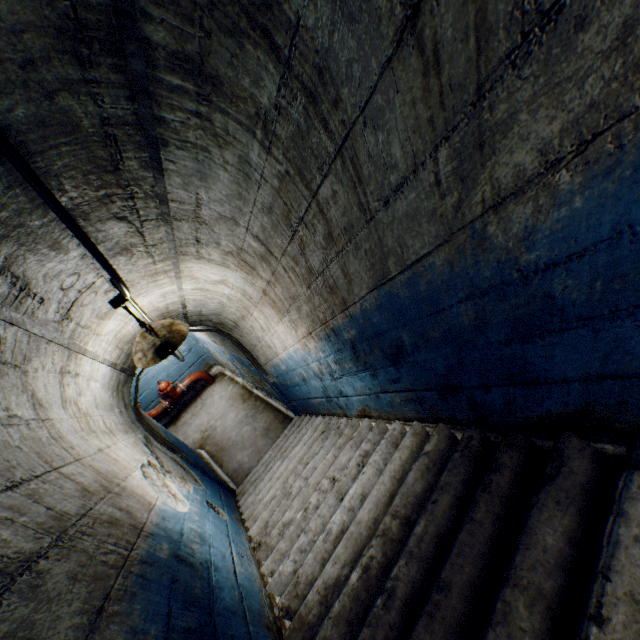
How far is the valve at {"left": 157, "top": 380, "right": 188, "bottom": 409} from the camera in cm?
729

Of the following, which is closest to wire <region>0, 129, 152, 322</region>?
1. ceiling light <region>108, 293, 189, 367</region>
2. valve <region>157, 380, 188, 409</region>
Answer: ceiling light <region>108, 293, 189, 367</region>

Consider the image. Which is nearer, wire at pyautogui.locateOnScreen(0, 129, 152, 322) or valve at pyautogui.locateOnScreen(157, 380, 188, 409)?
wire at pyautogui.locateOnScreen(0, 129, 152, 322)

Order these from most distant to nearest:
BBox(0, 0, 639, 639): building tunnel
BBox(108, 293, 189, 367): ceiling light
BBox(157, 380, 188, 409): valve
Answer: BBox(157, 380, 188, 409): valve, BBox(108, 293, 189, 367): ceiling light, BBox(0, 0, 639, 639): building tunnel

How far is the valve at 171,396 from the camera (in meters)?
7.29

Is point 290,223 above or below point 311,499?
above

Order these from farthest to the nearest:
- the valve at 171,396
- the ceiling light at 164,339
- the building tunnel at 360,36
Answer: the valve at 171,396 < the ceiling light at 164,339 < the building tunnel at 360,36
